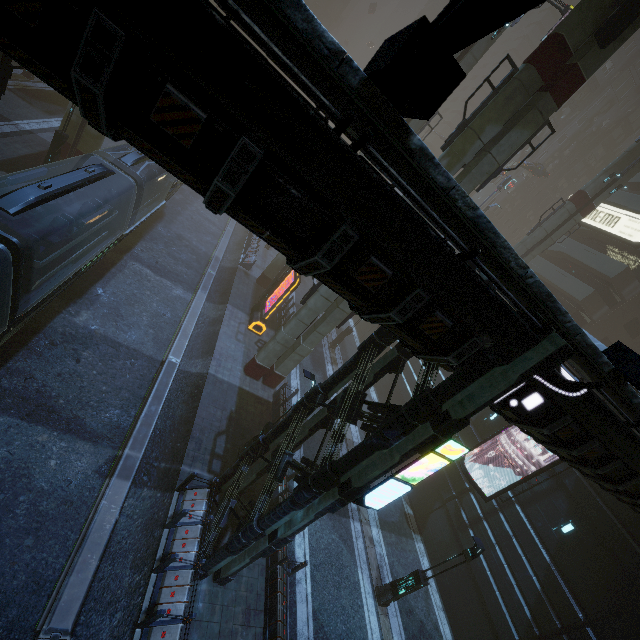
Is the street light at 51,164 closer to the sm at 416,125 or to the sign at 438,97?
the sm at 416,125

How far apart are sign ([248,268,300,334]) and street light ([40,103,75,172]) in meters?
13.7 m

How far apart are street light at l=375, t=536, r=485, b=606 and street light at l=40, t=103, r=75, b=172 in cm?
2677

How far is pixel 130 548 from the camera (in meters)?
10.06

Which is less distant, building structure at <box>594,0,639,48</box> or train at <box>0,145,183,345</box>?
train at <box>0,145,183,345</box>

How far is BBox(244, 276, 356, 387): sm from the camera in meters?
15.9 m

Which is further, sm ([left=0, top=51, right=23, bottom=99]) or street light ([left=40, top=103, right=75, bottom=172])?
street light ([left=40, top=103, right=75, bottom=172])

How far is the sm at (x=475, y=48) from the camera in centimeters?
1917cm
